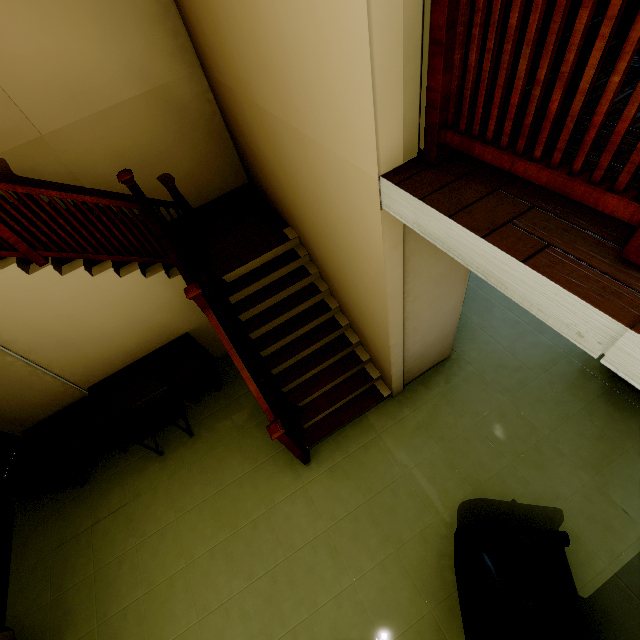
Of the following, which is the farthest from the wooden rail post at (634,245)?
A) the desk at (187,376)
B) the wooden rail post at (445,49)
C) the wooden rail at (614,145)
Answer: the desk at (187,376)

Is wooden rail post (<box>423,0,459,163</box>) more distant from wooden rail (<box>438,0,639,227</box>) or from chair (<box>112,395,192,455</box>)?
chair (<box>112,395,192,455</box>)

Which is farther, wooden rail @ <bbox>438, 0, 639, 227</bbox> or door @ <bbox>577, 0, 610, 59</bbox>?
door @ <bbox>577, 0, 610, 59</bbox>

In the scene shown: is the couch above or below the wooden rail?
below

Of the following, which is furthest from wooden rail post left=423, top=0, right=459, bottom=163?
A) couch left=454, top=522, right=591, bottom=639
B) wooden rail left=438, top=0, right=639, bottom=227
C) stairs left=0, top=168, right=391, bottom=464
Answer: couch left=454, top=522, right=591, bottom=639

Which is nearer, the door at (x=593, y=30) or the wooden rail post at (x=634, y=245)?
the wooden rail post at (x=634, y=245)

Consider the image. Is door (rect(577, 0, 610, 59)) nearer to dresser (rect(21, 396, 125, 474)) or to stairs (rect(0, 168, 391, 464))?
stairs (rect(0, 168, 391, 464))

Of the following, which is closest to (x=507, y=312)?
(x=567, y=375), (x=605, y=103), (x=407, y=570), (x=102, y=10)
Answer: (x=567, y=375)
